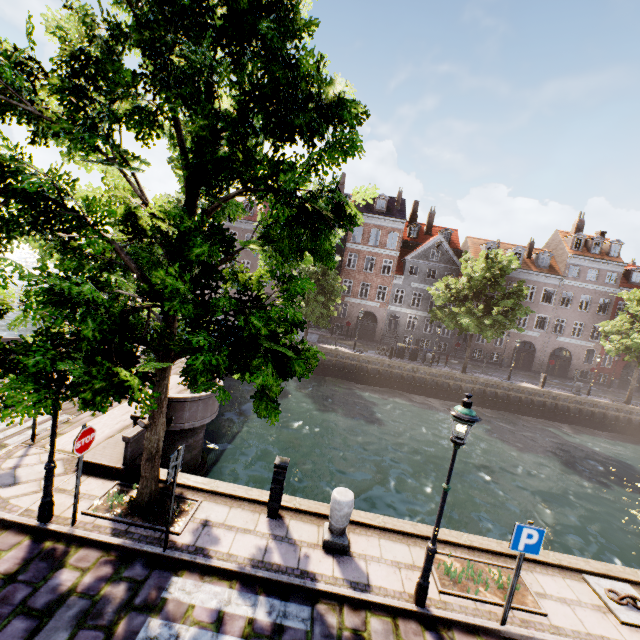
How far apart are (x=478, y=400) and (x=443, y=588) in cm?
2403

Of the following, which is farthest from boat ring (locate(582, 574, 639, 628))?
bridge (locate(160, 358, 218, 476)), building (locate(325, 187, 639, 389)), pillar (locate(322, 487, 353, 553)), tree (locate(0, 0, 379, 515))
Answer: building (locate(325, 187, 639, 389))

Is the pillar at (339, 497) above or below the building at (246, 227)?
below

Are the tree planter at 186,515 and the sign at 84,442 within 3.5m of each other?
yes

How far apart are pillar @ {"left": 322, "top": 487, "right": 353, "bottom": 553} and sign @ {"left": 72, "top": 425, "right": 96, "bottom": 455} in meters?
4.7

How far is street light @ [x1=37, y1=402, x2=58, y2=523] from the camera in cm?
574

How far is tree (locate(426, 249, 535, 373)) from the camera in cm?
2477
